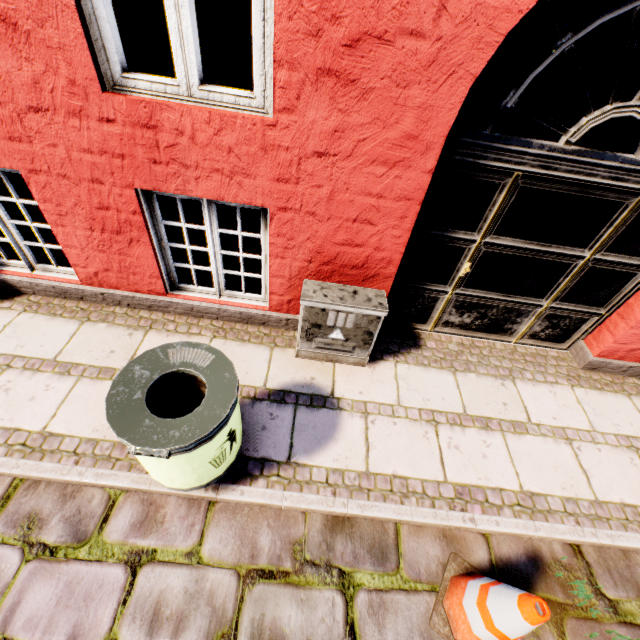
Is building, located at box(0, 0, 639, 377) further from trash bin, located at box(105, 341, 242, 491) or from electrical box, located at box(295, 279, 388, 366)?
trash bin, located at box(105, 341, 242, 491)

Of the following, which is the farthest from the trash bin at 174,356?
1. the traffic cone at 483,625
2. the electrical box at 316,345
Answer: the traffic cone at 483,625

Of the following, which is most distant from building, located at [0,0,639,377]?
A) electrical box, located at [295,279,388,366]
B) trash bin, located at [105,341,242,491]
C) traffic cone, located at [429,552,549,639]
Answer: traffic cone, located at [429,552,549,639]

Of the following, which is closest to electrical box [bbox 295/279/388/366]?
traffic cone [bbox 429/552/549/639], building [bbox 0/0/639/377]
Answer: building [bbox 0/0/639/377]

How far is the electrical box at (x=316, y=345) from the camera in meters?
2.8 m

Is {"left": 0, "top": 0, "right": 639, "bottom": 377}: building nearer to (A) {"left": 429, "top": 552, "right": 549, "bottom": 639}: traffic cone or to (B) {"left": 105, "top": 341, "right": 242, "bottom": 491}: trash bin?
(B) {"left": 105, "top": 341, "right": 242, "bottom": 491}: trash bin

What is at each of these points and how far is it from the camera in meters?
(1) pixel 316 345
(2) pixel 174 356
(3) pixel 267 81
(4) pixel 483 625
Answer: (1) electrical box, 3.2 m
(2) trash bin, 2.1 m
(3) building, 2.1 m
(4) traffic cone, 1.9 m
